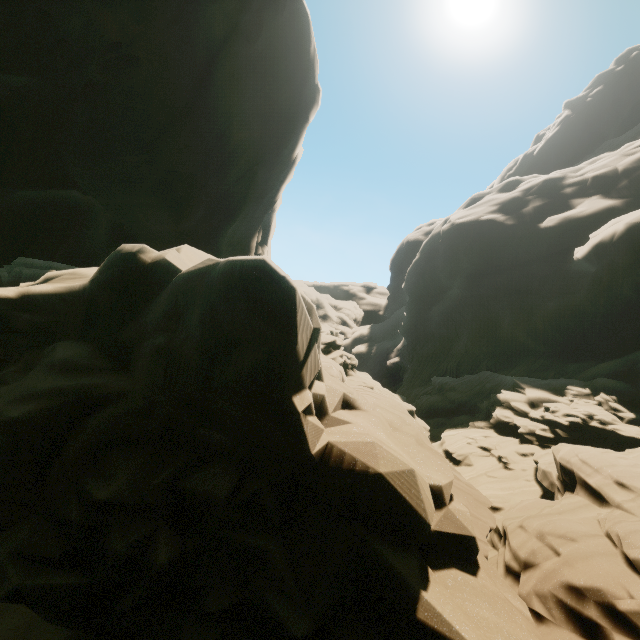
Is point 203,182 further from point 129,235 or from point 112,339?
point 112,339
